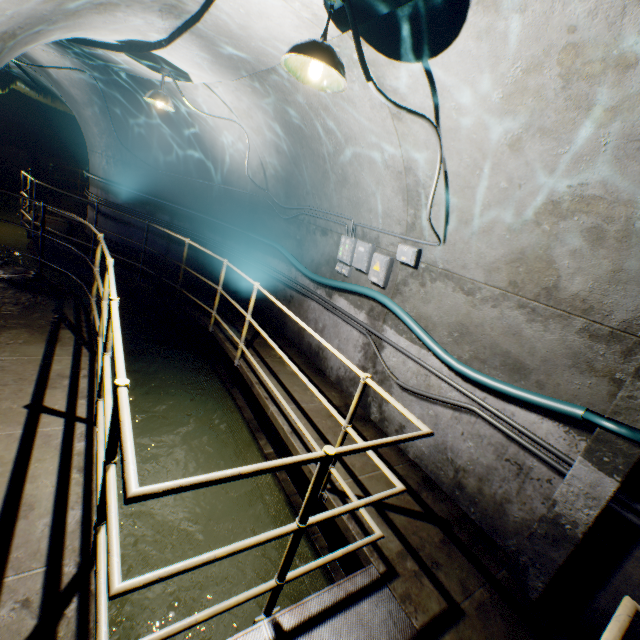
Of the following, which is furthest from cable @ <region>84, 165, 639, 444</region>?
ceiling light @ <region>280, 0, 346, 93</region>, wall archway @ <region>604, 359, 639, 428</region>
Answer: ceiling light @ <region>280, 0, 346, 93</region>

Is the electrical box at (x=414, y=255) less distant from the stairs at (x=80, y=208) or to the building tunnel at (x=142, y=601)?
the building tunnel at (x=142, y=601)

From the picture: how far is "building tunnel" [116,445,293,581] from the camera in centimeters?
300cm

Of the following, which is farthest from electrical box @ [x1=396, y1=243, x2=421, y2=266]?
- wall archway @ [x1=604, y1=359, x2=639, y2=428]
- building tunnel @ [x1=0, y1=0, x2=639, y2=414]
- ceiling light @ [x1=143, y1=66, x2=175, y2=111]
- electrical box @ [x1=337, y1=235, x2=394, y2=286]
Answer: ceiling light @ [x1=143, y1=66, x2=175, y2=111]

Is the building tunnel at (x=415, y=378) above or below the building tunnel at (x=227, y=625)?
above

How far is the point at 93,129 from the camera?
8.0m

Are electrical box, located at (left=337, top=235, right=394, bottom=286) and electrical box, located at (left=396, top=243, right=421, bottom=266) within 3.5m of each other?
yes

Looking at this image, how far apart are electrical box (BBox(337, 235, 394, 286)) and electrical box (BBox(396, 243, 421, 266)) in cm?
52
